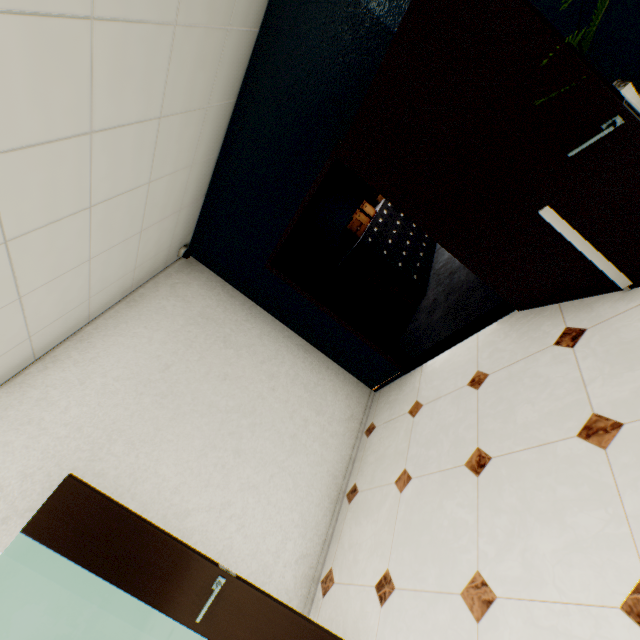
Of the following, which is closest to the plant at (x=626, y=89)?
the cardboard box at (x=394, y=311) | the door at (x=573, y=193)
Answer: the door at (x=573, y=193)

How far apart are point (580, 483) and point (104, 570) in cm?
253

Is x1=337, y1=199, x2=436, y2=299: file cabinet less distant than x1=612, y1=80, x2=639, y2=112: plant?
No

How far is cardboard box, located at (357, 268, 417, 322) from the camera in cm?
489

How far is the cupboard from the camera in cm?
193

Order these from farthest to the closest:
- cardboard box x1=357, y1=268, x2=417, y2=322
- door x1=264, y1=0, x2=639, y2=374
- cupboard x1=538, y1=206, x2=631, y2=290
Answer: cardboard box x1=357, y1=268, x2=417, y2=322 < cupboard x1=538, y1=206, x2=631, y2=290 < door x1=264, y1=0, x2=639, y2=374

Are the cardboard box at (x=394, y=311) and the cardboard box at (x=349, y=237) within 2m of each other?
yes

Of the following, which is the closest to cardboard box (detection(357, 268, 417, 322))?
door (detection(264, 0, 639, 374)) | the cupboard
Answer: door (detection(264, 0, 639, 374))
